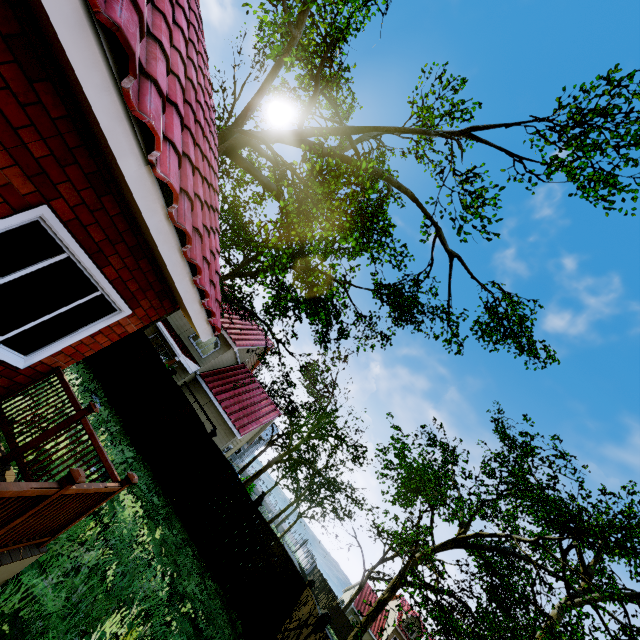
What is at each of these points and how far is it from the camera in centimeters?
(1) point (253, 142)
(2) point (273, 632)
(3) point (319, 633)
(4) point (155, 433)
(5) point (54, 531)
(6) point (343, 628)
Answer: (1) tree, 1478cm
(2) fence, 934cm
(3) fence, 737cm
(4) fence, 1191cm
(5) wooden rail, 357cm
(6) fence, 3778cm

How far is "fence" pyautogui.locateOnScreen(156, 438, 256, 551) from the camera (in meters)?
10.86

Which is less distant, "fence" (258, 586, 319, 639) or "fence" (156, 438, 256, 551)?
"fence" (258, 586, 319, 639)

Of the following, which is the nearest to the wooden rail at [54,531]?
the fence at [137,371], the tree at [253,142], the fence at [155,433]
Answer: the fence at [137,371]

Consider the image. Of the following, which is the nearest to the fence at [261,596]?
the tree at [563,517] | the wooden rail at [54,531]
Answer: the tree at [563,517]

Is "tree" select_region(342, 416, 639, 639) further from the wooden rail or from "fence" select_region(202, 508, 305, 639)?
the wooden rail

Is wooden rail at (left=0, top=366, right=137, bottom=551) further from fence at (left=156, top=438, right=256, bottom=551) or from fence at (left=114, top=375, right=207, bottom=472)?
fence at (left=114, top=375, right=207, bottom=472)

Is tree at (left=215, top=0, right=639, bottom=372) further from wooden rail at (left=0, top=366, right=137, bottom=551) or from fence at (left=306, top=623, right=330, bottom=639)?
wooden rail at (left=0, top=366, right=137, bottom=551)
